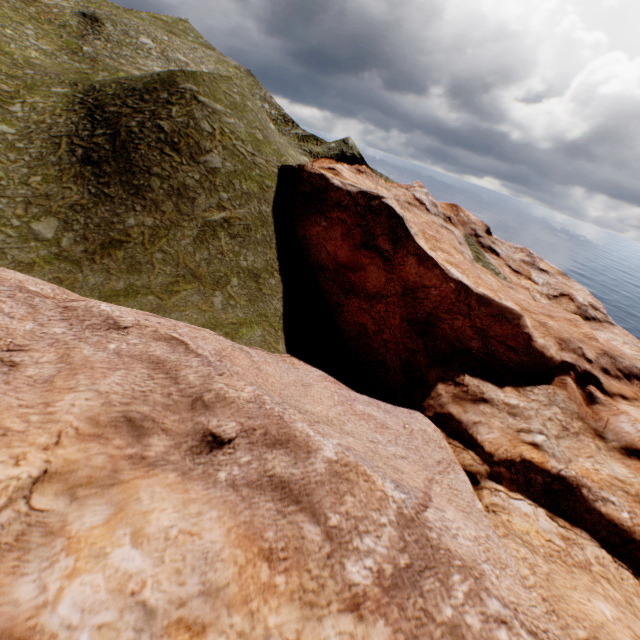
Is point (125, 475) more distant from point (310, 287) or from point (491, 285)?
point (491, 285)
